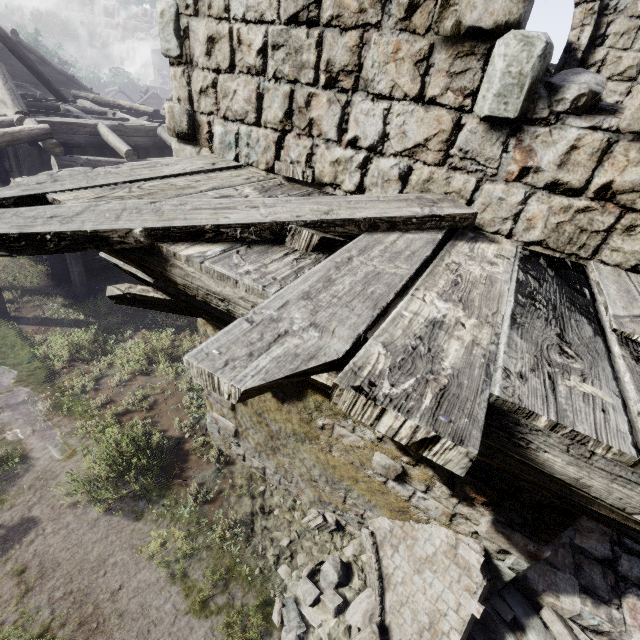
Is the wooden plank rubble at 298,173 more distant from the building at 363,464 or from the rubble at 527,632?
the rubble at 527,632

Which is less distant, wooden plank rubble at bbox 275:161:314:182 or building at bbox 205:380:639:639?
wooden plank rubble at bbox 275:161:314:182

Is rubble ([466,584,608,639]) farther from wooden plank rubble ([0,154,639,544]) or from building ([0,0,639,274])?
wooden plank rubble ([0,154,639,544])

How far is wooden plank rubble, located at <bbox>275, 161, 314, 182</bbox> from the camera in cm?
329

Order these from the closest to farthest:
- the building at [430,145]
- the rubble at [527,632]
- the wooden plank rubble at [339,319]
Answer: the wooden plank rubble at [339,319] < the building at [430,145] < the rubble at [527,632]

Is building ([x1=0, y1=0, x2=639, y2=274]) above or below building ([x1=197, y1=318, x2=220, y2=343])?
above

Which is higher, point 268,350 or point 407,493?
point 268,350
